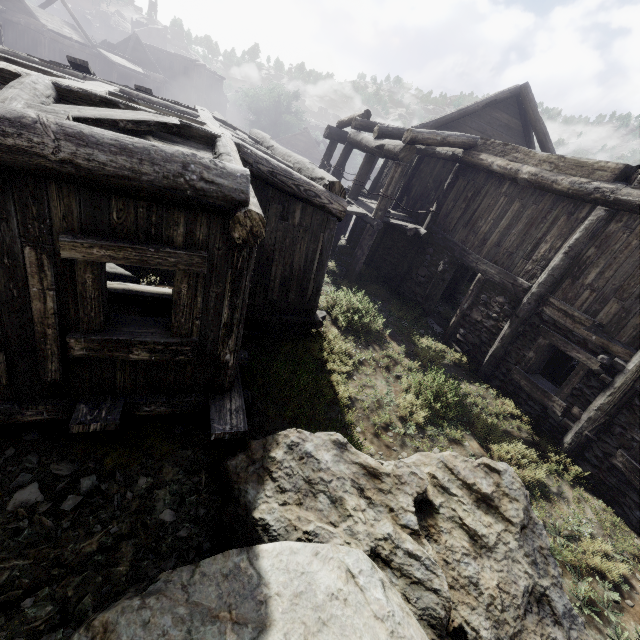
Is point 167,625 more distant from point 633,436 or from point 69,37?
point 69,37
